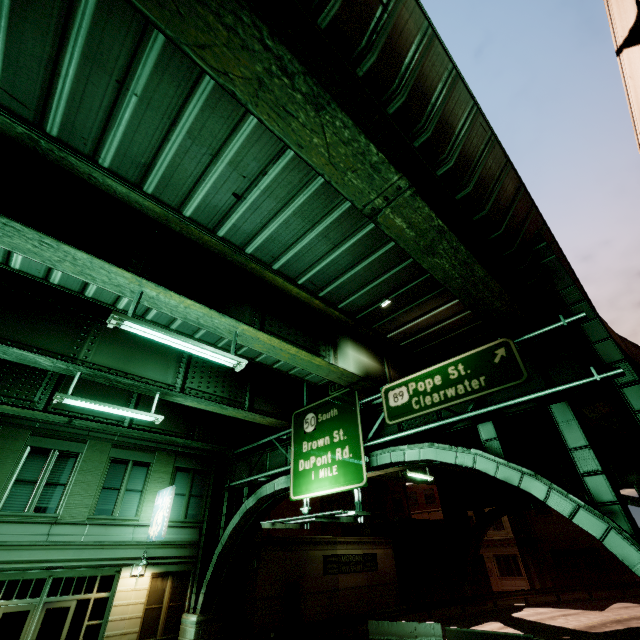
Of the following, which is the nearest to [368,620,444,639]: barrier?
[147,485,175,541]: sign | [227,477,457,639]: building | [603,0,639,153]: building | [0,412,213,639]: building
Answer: [227,477,457,639]: building

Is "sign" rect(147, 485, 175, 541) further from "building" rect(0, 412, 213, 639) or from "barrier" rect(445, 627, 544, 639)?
"barrier" rect(445, 627, 544, 639)

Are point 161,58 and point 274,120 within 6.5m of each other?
yes

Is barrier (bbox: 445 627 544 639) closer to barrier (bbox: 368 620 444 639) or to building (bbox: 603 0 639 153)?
barrier (bbox: 368 620 444 639)

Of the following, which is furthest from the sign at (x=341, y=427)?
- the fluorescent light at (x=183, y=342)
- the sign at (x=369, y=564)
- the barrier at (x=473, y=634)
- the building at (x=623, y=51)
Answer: the sign at (x=369, y=564)

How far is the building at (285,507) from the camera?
Result: 31.16m

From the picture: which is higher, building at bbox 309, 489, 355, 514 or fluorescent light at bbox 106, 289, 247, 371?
building at bbox 309, 489, 355, 514

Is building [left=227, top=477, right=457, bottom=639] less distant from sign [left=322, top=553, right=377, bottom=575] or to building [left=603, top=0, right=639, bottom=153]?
sign [left=322, top=553, right=377, bottom=575]
